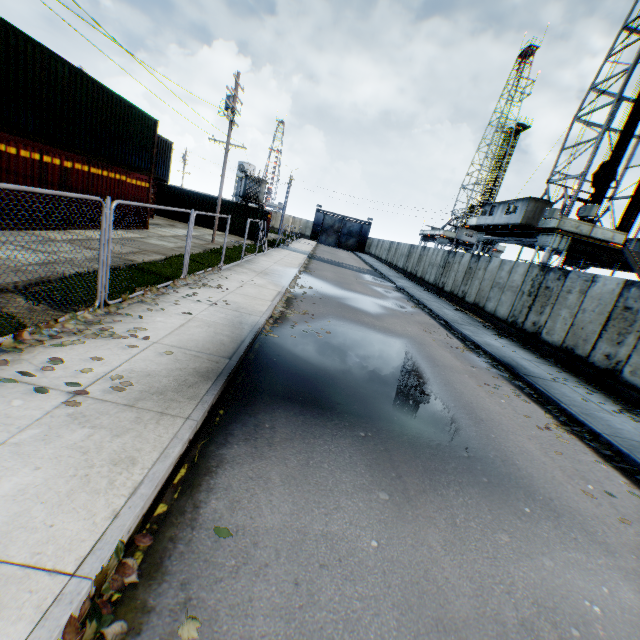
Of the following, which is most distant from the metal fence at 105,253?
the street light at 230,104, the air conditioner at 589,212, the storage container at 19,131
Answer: the air conditioner at 589,212

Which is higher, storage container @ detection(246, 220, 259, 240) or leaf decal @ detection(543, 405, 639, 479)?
storage container @ detection(246, 220, 259, 240)

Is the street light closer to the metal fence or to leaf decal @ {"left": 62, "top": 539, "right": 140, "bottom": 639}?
the metal fence

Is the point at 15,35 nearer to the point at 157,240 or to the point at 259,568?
the point at 157,240

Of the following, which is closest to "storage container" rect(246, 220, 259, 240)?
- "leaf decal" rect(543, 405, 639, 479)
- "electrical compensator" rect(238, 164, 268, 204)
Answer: "electrical compensator" rect(238, 164, 268, 204)

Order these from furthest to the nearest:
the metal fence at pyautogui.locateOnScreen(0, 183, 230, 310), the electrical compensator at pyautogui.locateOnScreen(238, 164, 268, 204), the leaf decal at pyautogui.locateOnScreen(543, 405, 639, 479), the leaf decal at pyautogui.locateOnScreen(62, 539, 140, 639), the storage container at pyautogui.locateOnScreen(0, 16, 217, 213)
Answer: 1. the electrical compensator at pyautogui.locateOnScreen(238, 164, 268, 204)
2. the storage container at pyautogui.locateOnScreen(0, 16, 217, 213)
3. the leaf decal at pyautogui.locateOnScreen(543, 405, 639, 479)
4. the metal fence at pyautogui.locateOnScreen(0, 183, 230, 310)
5. the leaf decal at pyautogui.locateOnScreen(62, 539, 140, 639)

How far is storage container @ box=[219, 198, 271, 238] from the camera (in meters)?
29.80

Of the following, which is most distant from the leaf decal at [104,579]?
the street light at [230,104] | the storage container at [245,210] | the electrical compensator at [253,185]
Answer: the electrical compensator at [253,185]
